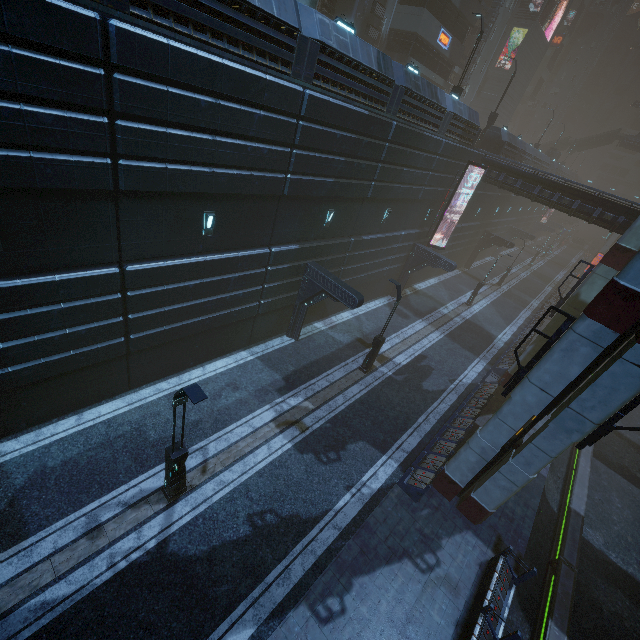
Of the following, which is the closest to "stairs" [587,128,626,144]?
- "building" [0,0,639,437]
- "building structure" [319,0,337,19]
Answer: "building" [0,0,639,437]

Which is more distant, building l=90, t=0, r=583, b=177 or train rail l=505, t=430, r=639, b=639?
train rail l=505, t=430, r=639, b=639

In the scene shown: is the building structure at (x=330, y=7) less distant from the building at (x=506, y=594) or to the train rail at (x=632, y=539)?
the building at (x=506, y=594)

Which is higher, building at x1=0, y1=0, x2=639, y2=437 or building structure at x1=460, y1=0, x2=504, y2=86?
building structure at x1=460, y1=0, x2=504, y2=86

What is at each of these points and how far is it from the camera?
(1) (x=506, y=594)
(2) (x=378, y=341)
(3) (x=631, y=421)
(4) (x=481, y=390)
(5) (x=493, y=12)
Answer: (1) building, 10.8m
(2) street light, 17.2m
(3) train rail, 24.4m
(4) building, 19.7m
(5) building structure, 33.1m

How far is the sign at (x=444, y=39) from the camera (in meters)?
27.53

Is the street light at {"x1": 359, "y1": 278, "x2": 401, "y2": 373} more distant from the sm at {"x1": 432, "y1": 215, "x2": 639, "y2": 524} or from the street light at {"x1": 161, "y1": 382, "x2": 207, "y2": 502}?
the street light at {"x1": 161, "y1": 382, "x2": 207, "y2": 502}

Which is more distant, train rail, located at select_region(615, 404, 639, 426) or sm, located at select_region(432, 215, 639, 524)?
train rail, located at select_region(615, 404, 639, 426)
